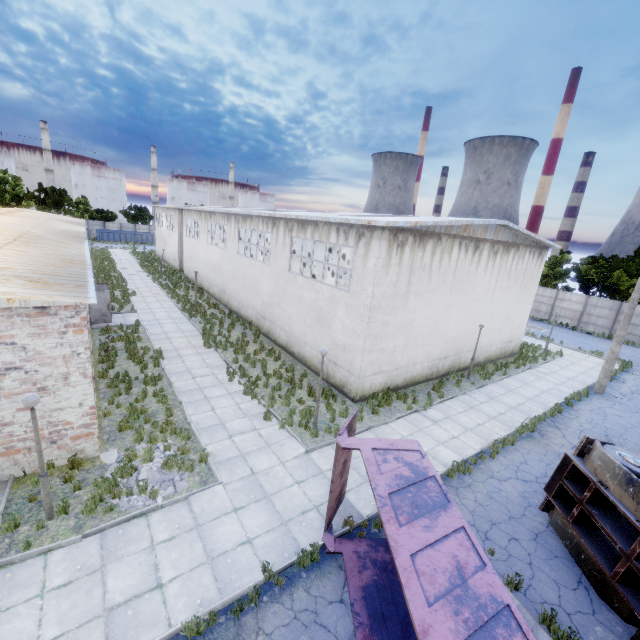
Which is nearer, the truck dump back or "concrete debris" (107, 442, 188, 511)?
the truck dump back

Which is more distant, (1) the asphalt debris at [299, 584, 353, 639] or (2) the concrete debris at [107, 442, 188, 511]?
(2) the concrete debris at [107, 442, 188, 511]

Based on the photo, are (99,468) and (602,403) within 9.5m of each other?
no

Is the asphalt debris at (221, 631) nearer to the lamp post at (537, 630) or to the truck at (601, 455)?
the truck at (601, 455)

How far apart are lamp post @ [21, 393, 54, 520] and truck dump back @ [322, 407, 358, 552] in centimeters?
665cm

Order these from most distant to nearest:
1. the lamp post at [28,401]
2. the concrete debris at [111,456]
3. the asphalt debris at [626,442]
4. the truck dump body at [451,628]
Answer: the asphalt debris at [626,442]
the concrete debris at [111,456]
the lamp post at [28,401]
the truck dump body at [451,628]

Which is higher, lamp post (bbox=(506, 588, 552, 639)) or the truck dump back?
the truck dump back

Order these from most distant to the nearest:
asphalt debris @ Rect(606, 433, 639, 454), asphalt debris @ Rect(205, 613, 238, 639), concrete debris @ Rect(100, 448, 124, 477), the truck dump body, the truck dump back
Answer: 1. asphalt debris @ Rect(606, 433, 639, 454)
2. concrete debris @ Rect(100, 448, 124, 477)
3. the truck dump back
4. asphalt debris @ Rect(205, 613, 238, 639)
5. the truck dump body
